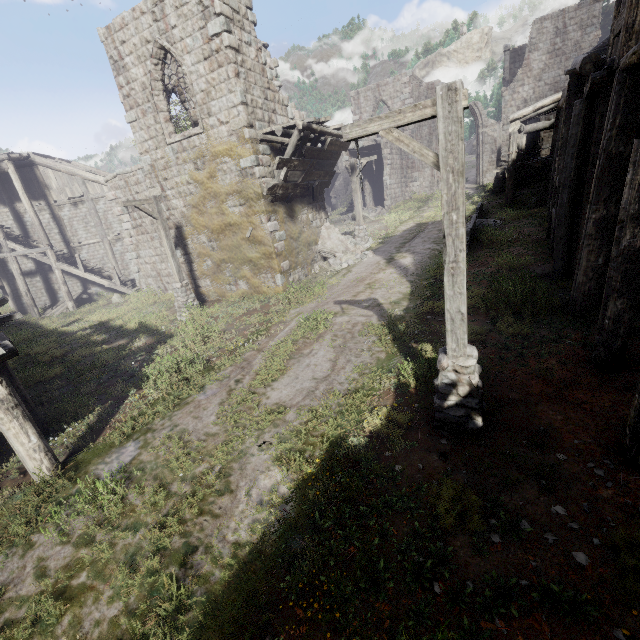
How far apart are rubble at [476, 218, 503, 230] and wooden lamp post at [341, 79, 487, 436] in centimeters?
1284cm

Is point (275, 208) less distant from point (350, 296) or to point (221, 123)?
point (221, 123)

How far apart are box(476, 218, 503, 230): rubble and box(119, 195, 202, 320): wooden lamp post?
14.1 meters

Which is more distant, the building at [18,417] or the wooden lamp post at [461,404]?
the building at [18,417]

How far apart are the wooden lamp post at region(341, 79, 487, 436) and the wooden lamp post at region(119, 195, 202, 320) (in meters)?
10.55

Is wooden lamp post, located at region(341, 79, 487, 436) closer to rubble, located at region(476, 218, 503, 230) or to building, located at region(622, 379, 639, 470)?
building, located at region(622, 379, 639, 470)

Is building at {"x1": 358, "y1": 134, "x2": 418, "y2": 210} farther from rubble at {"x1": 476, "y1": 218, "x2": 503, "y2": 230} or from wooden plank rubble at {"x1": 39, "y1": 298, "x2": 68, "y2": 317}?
rubble at {"x1": 476, "y1": 218, "x2": 503, "y2": 230}

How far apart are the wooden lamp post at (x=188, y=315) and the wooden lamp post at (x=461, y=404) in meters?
10.6
